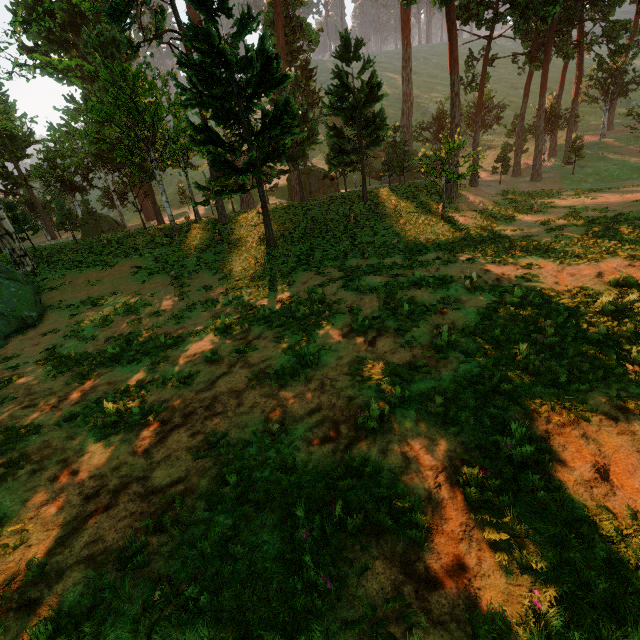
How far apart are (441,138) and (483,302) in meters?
35.0
